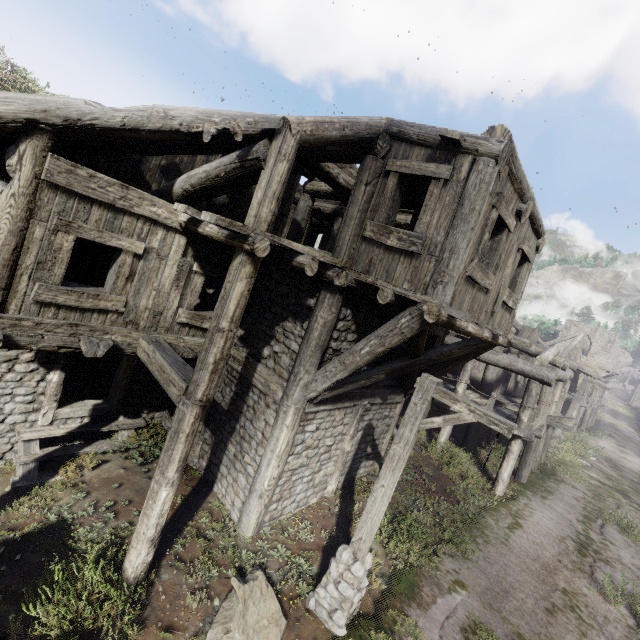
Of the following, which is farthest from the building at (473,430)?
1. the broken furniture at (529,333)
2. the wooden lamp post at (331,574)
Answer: the wooden lamp post at (331,574)

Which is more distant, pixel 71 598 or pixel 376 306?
pixel 376 306

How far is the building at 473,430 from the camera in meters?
13.4

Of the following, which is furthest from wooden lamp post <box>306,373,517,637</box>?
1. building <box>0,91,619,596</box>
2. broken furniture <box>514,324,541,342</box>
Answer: broken furniture <box>514,324,541,342</box>

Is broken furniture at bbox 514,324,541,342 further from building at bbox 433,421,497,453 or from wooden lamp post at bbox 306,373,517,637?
wooden lamp post at bbox 306,373,517,637

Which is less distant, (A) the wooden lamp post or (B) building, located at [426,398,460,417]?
(A) the wooden lamp post

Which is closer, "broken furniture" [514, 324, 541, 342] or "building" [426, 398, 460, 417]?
"building" [426, 398, 460, 417]

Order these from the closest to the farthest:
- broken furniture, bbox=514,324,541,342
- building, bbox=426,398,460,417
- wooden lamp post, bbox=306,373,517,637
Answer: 1. wooden lamp post, bbox=306,373,517,637
2. building, bbox=426,398,460,417
3. broken furniture, bbox=514,324,541,342
